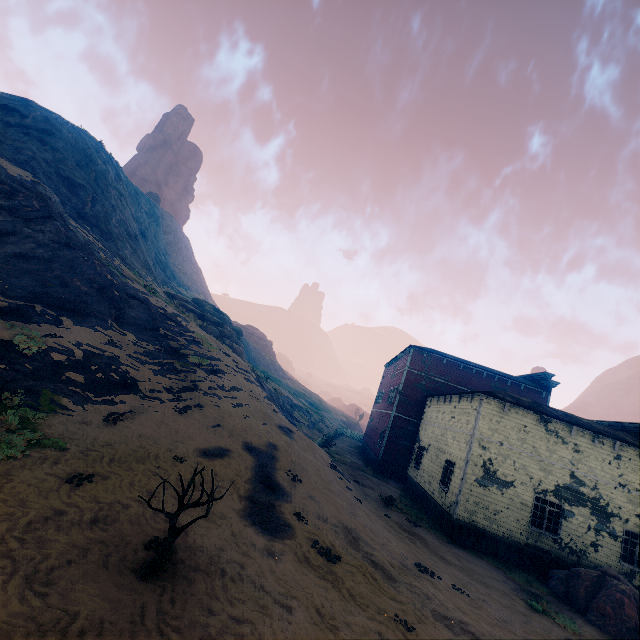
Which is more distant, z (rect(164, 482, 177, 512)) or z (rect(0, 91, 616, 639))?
z (rect(164, 482, 177, 512))

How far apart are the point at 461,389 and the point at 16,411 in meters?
28.1 m

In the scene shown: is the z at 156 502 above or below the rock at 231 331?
below

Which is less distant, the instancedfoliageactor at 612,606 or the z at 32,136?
the z at 32,136

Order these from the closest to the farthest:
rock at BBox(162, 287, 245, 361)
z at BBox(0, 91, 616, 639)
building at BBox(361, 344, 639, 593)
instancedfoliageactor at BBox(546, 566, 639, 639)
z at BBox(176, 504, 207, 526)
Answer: z at BBox(0, 91, 616, 639), z at BBox(176, 504, 207, 526), instancedfoliageactor at BBox(546, 566, 639, 639), building at BBox(361, 344, 639, 593), rock at BBox(162, 287, 245, 361)

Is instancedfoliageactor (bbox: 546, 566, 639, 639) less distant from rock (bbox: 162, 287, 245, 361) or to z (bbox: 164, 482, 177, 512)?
z (bbox: 164, 482, 177, 512)

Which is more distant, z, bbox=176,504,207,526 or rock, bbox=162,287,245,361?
rock, bbox=162,287,245,361

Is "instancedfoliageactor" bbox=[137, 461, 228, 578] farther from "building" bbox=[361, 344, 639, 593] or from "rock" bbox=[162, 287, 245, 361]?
"rock" bbox=[162, 287, 245, 361]
